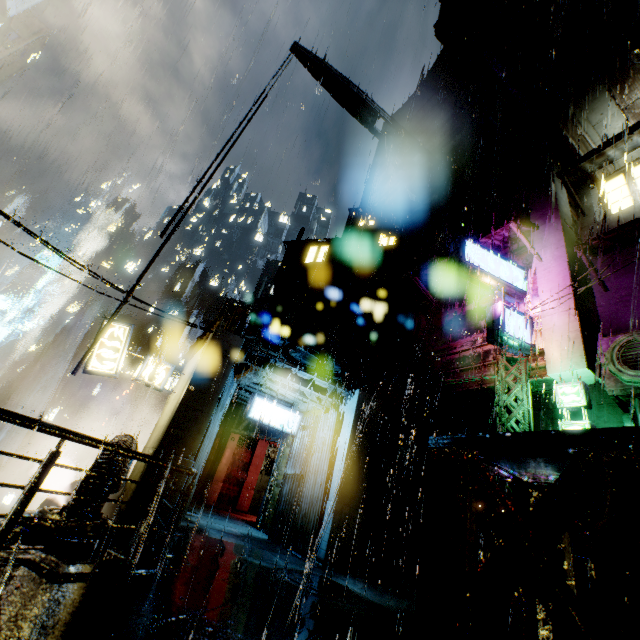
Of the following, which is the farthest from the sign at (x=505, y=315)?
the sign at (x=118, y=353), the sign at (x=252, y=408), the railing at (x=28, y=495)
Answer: the sign at (x=118, y=353)

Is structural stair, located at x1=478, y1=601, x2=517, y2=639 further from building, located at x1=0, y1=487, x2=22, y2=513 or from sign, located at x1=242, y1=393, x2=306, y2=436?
sign, located at x1=242, y1=393, x2=306, y2=436

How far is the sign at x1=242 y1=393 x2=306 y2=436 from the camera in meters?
14.3

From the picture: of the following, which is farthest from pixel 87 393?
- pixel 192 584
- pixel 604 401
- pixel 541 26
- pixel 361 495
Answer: pixel 541 26

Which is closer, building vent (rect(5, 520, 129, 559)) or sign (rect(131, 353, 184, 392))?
building vent (rect(5, 520, 129, 559))

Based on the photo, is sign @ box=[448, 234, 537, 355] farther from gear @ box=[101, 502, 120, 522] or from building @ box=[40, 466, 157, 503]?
gear @ box=[101, 502, 120, 522]

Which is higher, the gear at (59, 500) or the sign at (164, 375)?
the sign at (164, 375)

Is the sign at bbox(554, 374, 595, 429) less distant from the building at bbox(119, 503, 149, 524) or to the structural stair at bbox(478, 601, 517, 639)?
the building at bbox(119, 503, 149, 524)
